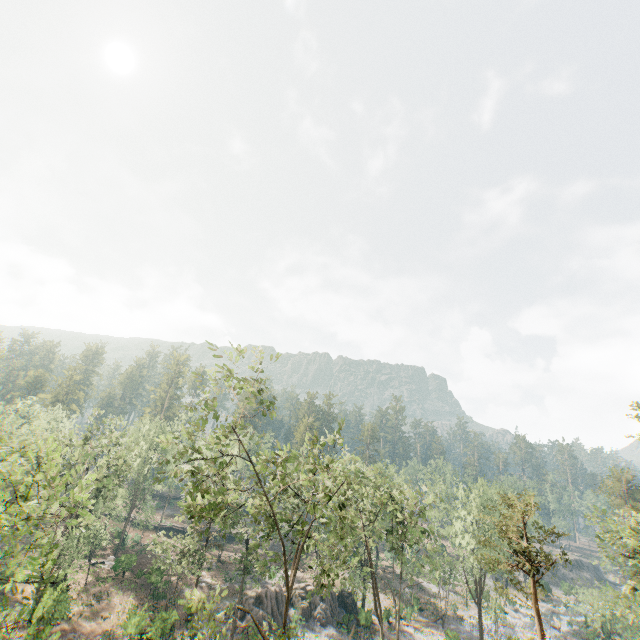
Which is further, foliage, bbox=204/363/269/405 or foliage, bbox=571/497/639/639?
foliage, bbox=571/497/639/639

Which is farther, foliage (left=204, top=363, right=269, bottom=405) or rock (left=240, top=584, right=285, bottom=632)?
rock (left=240, top=584, right=285, bottom=632)

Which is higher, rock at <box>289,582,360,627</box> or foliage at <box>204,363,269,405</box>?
foliage at <box>204,363,269,405</box>

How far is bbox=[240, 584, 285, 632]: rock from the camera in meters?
36.6

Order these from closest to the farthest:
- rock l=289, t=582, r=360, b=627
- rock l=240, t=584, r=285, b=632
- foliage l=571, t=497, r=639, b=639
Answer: foliage l=571, t=497, r=639, b=639 → rock l=240, t=584, r=285, b=632 → rock l=289, t=582, r=360, b=627

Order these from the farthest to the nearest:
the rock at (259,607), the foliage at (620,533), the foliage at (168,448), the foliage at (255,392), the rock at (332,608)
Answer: the rock at (332,608) → the rock at (259,607) → the foliage at (620,533) → the foliage at (255,392) → the foliage at (168,448)

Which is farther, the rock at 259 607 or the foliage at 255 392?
the rock at 259 607

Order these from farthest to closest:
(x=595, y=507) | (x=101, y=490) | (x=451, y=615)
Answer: (x=451, y=615), (x=101, y=490), (x=595, y=507)
